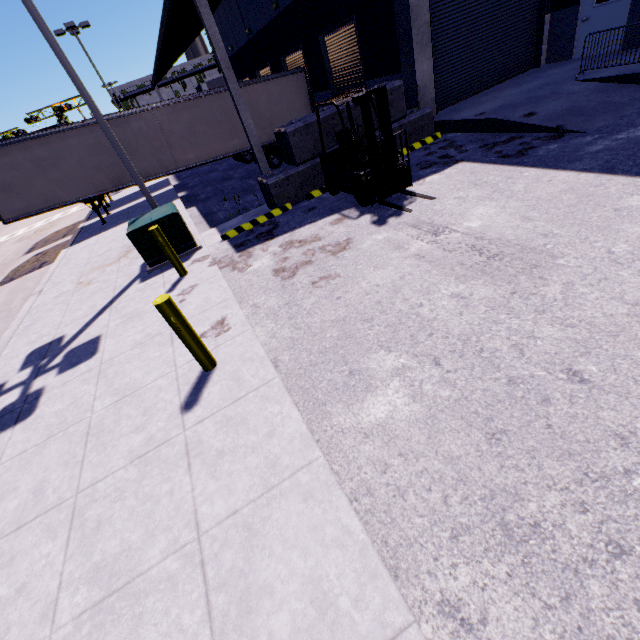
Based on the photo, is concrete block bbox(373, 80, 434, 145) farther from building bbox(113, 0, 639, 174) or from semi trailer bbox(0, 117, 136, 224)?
semi trailer bbox(0, 117, 136, 224)

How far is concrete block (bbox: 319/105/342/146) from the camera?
8.9m

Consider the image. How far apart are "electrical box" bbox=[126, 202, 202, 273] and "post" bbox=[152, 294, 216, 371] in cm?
465

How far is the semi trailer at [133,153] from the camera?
14.2m

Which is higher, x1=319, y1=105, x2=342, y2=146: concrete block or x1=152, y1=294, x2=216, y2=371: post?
x1=319, y1=105, x2=342, y2=146: concrete block

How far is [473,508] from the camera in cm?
244

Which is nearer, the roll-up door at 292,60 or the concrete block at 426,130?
the concrete block at 426,130

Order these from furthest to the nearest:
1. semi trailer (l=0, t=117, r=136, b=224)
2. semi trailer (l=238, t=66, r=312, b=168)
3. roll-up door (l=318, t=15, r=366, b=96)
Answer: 1. semi trailer (l=238, t=66, r=312, b=168)
2. semi trailer (l=0, t=117, r=136, b=224)
3. roll-up door (l=318, t=15, r=366, b=96)
